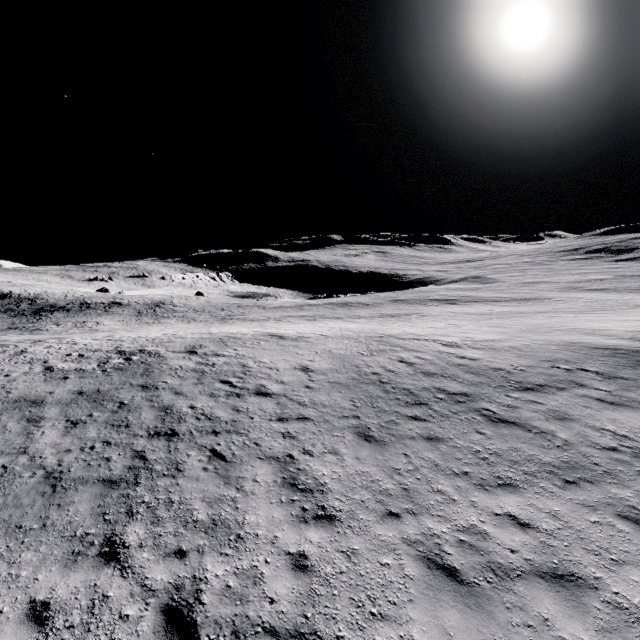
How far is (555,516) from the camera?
6.21m
